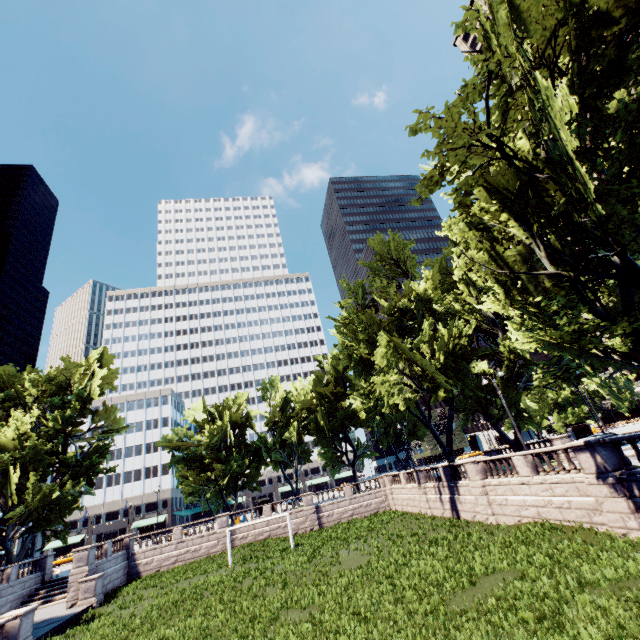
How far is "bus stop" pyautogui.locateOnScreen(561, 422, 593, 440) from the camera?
48.9m

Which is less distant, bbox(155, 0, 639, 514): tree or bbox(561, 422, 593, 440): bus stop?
bbox(155, 0, 639, 514): tree

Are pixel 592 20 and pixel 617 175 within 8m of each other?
yes

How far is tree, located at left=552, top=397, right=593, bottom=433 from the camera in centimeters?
5775cm

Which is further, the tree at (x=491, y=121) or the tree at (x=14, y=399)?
the tree at (x=14, y=399)

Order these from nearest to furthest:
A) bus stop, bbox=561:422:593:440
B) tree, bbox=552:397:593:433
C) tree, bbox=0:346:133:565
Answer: tree, bbox=0:346:133:565 → bus stop, bbox=561:422:593:440 → tree, bbox=552:397:593:433

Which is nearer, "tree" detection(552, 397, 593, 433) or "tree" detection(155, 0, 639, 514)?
"tree" detection(155, 0, 639, 514)
